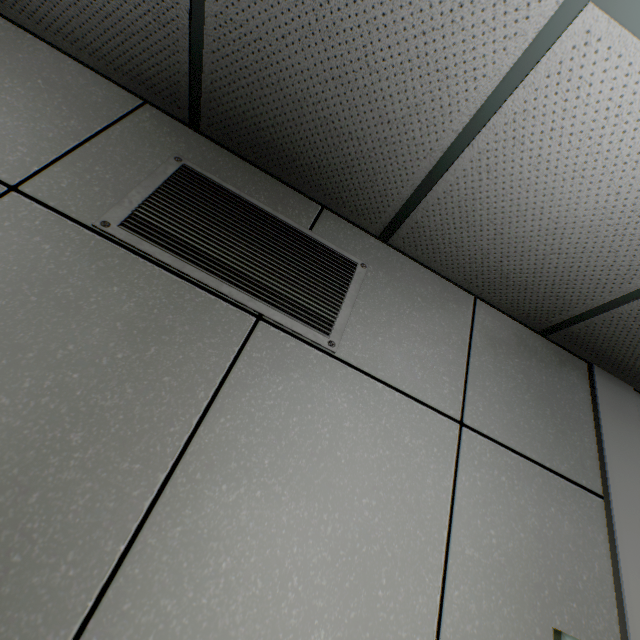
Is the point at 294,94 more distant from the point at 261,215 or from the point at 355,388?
the point at 355,388

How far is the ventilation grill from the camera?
1.2m

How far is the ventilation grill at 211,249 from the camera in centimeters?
117cm
